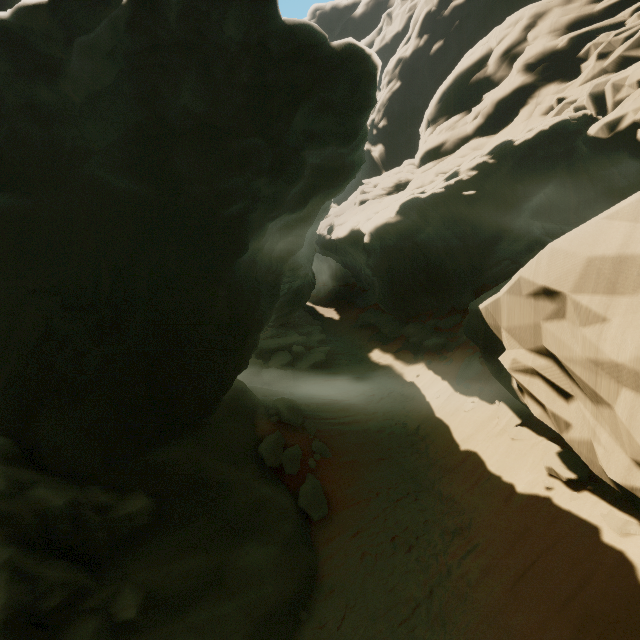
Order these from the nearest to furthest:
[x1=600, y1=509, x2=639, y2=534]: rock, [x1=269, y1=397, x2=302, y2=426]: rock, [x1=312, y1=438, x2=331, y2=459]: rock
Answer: [x1=600, y1=509, x2=639, y2=534]: rock → [x1=312, y1=438, x2=331, y2=459]: rock → [x1=269, y1=397, x2=302, y2=426]: rock

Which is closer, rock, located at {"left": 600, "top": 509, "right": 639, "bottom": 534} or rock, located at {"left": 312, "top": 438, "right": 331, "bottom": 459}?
rock, located at {"left": 600, "top": 509, "right": 639, "bottom": 534}

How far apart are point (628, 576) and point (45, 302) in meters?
16.2 m

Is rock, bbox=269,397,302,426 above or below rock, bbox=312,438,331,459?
above

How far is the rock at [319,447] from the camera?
12.52m

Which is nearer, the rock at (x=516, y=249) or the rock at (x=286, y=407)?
the rock at (x=516, y=249)

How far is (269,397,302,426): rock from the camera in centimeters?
1340cm
